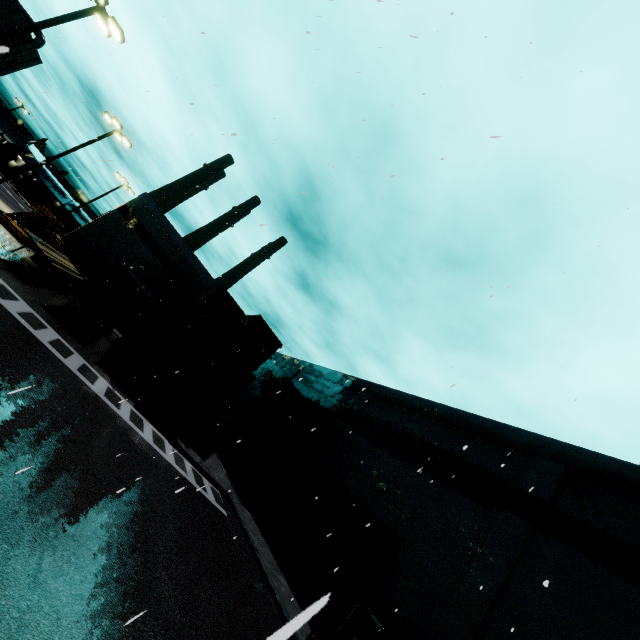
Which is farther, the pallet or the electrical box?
the pallet

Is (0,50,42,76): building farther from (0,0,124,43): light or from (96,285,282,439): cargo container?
(0,0,124,43): light

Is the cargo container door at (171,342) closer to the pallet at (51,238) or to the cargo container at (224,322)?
the cargo container at (224,322)

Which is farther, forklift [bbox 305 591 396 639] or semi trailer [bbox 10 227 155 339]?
semi trailer [bbox 10 227 155 339]

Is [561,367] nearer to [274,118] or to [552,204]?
[552,204]

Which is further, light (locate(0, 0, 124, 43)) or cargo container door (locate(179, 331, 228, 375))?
cargo container door (locate(179, 331, 228, 375))

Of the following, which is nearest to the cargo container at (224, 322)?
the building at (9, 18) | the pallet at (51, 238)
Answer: the building at (9, 18)

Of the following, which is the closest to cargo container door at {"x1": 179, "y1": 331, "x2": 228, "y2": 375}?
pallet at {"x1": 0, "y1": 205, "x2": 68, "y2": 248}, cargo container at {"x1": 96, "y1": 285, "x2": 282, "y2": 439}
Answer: cargo container at {"x1": 96, "y1": 285, "x2": 282, "y2": 439}
